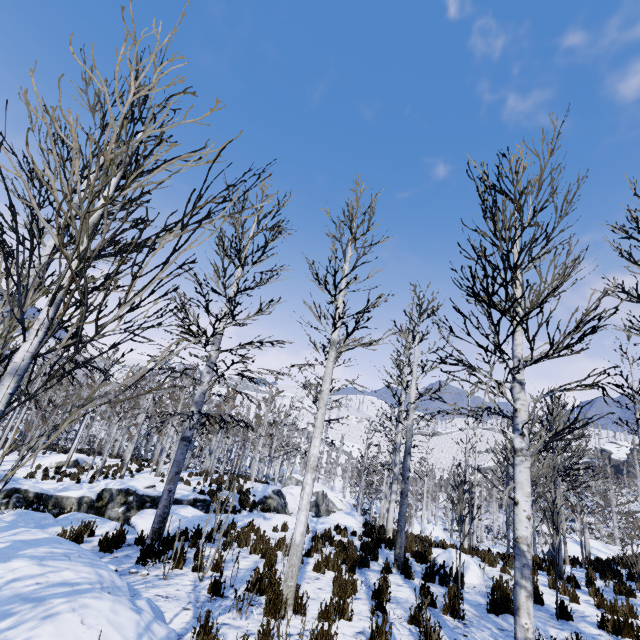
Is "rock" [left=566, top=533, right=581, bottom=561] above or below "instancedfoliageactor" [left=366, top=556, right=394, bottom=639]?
below

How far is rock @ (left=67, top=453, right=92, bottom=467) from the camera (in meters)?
22.84

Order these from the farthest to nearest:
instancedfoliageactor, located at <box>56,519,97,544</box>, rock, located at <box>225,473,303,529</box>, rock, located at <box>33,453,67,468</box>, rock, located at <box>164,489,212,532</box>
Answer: rock, located at <box>33,453,67,468</box>, rock, located at <box>225,473,303,529</box>, rock, located at <box>164,489,212,532</box>, instancedfoliageactor, located at <box>56,519,97,544</box>

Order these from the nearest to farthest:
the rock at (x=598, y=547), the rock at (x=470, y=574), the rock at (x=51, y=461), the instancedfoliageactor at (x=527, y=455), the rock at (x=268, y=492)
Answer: the instancedfoliageactor at (x=527, y=455), the rock at (x=470, y=574), the rock at (x=268, y=492), the rock at (x=598, y=547), the rock at (x=51, y=461)

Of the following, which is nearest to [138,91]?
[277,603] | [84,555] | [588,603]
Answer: [84,555]

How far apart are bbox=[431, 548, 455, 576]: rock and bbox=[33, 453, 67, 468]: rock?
24.76m

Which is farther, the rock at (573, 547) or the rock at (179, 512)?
the rock at (573, 547)

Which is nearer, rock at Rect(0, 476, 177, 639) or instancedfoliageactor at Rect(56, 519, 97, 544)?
rock at Rect(0, 476, 177, 639)
